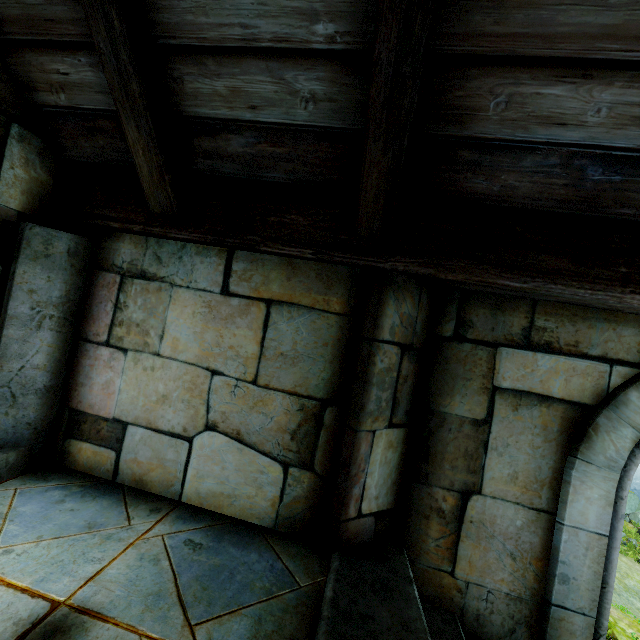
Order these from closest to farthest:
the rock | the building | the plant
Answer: the building, the plant, the rock

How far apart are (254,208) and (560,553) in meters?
2.5

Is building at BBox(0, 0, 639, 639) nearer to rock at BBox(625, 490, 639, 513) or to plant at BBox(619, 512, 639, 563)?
plant at BBox(619, 512, 639, 563)

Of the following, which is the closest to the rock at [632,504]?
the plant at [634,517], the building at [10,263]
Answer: the plant at [634,517]

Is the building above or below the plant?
above

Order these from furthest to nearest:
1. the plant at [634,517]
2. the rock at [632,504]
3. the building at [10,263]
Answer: the rock at [632,504]
the plant at [634,517]
the building at [10,263]
